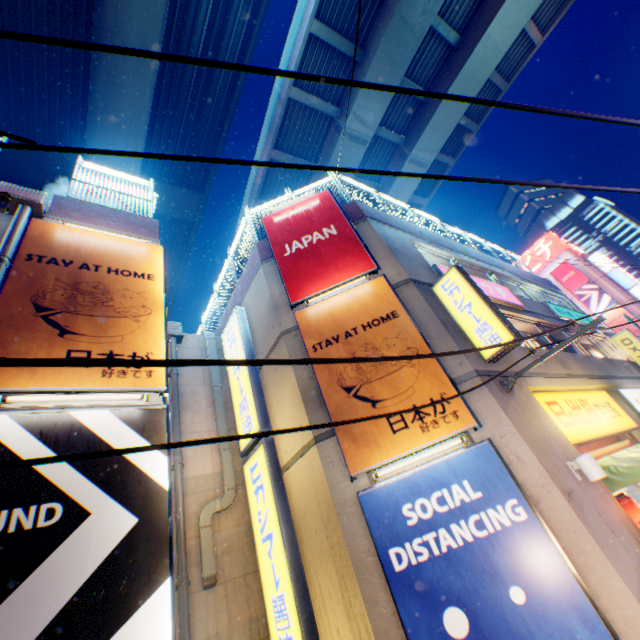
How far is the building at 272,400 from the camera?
7.3 meters

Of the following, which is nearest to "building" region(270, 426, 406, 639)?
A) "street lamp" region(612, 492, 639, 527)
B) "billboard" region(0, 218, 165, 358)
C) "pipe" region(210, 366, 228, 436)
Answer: "pipe" region(210, 366, 228, 436)

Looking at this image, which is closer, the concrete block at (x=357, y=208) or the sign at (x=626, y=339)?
the concrete block at (x=357, y=208)

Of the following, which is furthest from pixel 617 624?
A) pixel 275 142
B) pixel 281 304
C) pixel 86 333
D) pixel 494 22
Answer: pixel 494 22

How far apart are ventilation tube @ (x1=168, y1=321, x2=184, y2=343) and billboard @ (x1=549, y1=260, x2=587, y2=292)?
52.42m

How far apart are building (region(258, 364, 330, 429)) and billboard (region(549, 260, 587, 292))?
50.08m

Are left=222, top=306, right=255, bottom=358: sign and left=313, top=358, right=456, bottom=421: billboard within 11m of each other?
yes

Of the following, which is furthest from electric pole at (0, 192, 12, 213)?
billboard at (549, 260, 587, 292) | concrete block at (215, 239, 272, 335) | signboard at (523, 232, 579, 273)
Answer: signboard at (523, 232, 579, 273)
